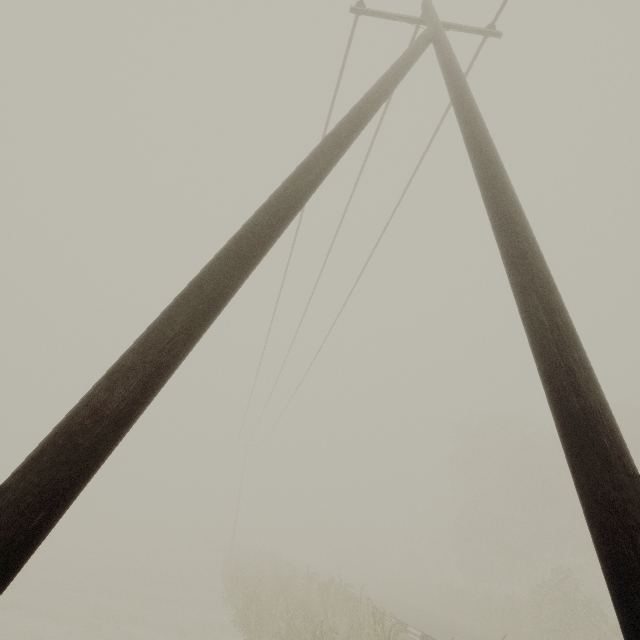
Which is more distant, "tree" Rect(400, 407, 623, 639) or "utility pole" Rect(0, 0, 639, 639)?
"tree" Rect(400, 407, 623, 639)

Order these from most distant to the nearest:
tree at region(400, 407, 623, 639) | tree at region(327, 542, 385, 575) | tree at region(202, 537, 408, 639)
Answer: tree at region(327, 542, 385, 575)
tree at region(400, 407, 623, 639)
tree at region(202, 537, 408, 639)

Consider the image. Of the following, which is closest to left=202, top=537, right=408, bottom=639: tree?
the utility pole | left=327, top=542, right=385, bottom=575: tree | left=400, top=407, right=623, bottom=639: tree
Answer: the utility pole

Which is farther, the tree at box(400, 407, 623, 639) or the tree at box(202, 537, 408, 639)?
the tree at box(400, 407, 623, 639)

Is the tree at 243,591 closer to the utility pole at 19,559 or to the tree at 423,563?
the utility pole at 19,559

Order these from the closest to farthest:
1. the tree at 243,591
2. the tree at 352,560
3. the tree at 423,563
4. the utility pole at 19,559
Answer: the utility pole at 19,559 < the tree at 243,591 < the tree at 423,563 < the tree at 352,560

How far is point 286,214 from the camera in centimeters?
231cm

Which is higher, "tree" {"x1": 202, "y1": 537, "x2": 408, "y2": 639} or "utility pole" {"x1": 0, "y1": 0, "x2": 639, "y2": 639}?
"utility pole" {"x1": 0, "y1": 0, "x2": 639, "y2": 639}
